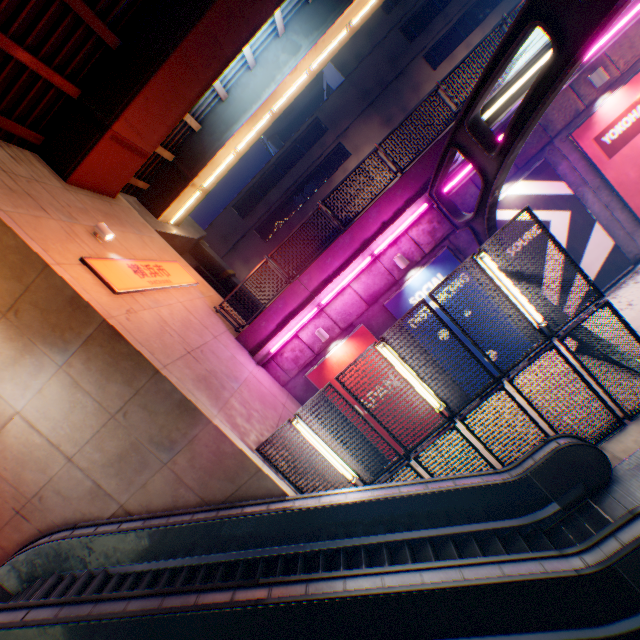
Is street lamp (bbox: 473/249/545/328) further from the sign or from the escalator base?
the sign

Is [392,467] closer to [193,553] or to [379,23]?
[193,553]

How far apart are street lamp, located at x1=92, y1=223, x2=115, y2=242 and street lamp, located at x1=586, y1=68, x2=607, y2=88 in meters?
13.8 m

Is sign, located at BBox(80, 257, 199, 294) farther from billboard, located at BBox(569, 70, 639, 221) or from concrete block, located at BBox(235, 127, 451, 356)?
billboard, located at BBox(569, 70, 639, 221)

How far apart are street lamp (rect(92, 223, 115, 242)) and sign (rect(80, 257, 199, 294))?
0.5m

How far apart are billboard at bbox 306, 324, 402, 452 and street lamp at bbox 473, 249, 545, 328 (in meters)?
4.69

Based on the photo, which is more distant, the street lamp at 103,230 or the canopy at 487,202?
the street lamp at 103,230

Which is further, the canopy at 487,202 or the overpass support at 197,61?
the overpass support at 197,61
